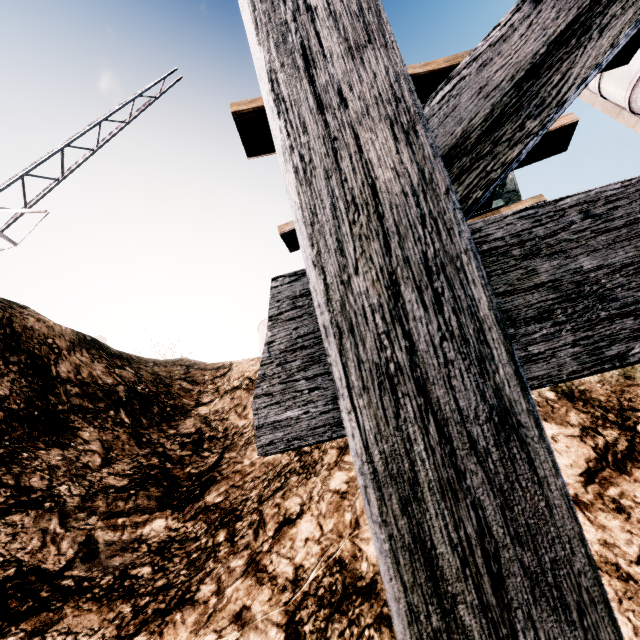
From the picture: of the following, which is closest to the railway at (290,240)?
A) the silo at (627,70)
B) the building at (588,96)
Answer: the building at (588,96)

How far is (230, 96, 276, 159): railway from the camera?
3.95m

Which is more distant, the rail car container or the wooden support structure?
the rail car container

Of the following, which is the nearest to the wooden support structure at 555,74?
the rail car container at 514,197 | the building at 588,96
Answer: the rail car container at 514,197

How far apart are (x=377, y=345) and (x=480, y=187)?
0.76m

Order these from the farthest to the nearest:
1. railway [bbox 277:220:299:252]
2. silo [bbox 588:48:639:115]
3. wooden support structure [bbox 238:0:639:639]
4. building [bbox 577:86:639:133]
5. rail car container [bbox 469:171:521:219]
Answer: building [bbox 577:86:639:133] → silo [bbox 588:48:639:115] → rail car container [bbox 469:171:521:219] → railway [bbox 277:220:299:252] → wooden support structure [bbox 238:0:639:639]

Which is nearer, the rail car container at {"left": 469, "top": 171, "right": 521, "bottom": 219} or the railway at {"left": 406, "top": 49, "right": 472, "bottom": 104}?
the railway at {"left": 406, "top": 49, "right": 472, "bottom": 104}
